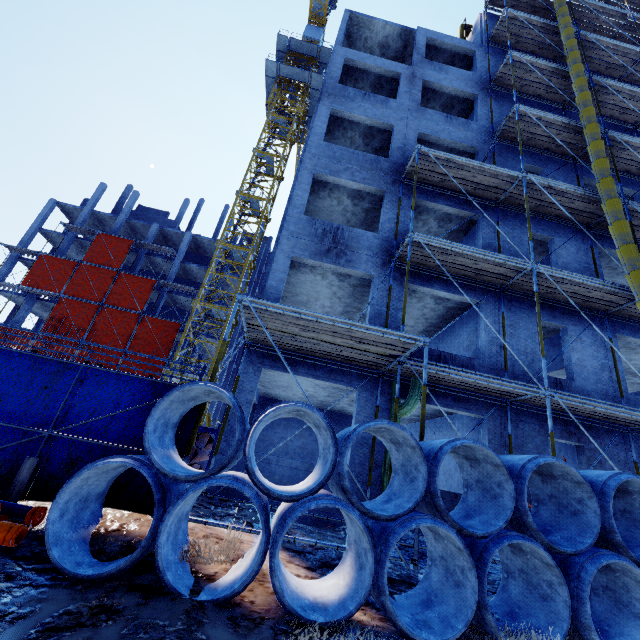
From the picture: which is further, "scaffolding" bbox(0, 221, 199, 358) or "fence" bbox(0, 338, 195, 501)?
"scaffolding" bbox(0, 221, 199, 358)

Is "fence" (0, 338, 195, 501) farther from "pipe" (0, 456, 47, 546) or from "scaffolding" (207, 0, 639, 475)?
"pipe" (0, 456, 47, 546)

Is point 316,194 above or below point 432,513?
above

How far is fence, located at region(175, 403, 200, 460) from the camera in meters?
5.2 m

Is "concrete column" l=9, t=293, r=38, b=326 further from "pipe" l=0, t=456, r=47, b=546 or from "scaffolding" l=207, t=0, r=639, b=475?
"pipe" l=0, t=456, r=47, b=546

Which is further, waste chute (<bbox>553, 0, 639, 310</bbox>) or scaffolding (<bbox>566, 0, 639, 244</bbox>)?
scaffolding (<bbox>566, 0, 639, 244</bbox>)

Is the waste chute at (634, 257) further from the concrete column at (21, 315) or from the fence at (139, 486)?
the concrete column at (21, 315)

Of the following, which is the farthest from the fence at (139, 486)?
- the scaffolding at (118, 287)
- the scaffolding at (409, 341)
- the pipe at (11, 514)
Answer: the scaffolding at (118, 287)
